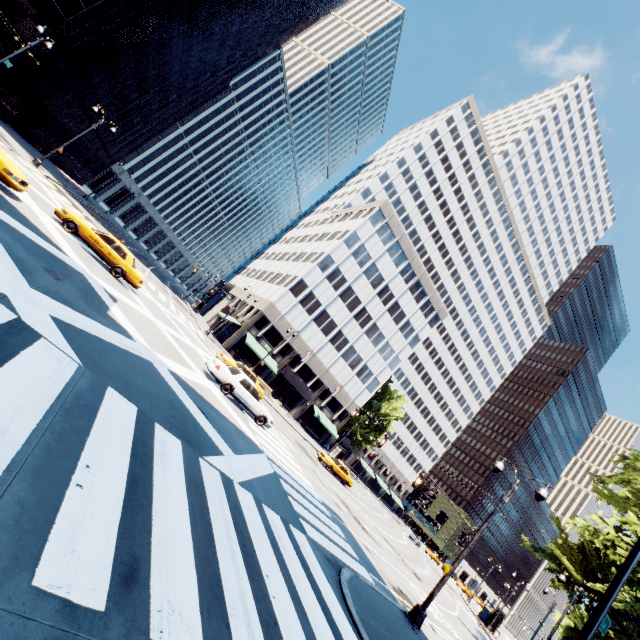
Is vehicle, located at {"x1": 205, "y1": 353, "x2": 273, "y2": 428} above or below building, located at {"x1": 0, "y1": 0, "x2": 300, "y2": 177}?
below

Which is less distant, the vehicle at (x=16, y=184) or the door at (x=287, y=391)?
the vehicle at (x=16, y=184)

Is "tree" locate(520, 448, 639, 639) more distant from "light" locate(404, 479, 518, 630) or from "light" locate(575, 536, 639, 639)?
"light" locate(404, 479, 518, 630)

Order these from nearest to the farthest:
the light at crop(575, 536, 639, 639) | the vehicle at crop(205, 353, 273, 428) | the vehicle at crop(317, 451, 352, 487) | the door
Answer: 1. the light at crop(575, 536, 639, 639)
2. the vehicle at crop(205, 353, 273, 428)
3. the vehicle at crop(317, 451, 352, 487)
4. the door

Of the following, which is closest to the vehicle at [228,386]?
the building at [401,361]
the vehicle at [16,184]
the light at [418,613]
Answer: the light at [418,613]

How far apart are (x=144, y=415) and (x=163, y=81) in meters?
63.4

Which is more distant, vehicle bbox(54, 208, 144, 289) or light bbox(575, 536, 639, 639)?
vehicle bbox(54, 208, 144, 289)

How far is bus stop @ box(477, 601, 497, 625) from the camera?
42.31m
